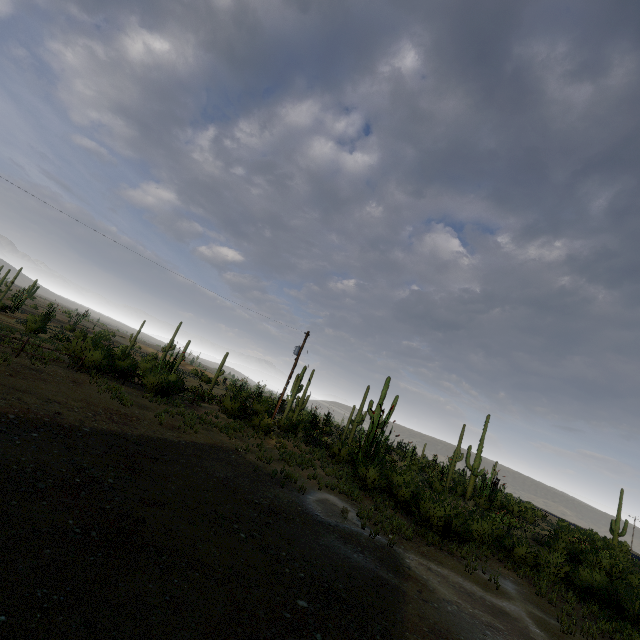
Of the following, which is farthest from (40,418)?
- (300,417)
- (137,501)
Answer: (300,417)
